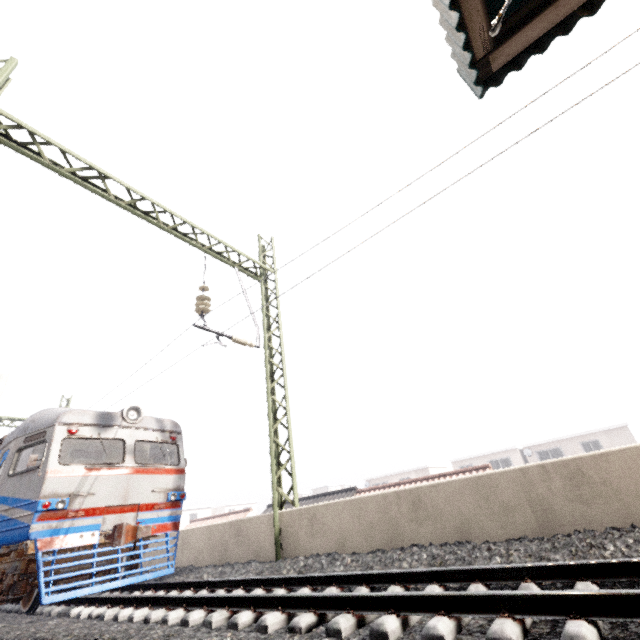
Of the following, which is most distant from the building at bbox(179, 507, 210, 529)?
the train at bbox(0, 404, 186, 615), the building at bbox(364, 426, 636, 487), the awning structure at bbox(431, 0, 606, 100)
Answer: the awning structure at bbox(431, 0, 606, 100)

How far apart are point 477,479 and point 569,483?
1.2m

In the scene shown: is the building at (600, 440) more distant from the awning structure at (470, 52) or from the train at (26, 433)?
Answer: the awning structure at (470, 52)

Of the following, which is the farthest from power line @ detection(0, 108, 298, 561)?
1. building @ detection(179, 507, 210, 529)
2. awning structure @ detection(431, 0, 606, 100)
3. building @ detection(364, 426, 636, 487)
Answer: building @ detection(179, 507, 210, 529)

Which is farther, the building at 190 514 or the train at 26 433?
the building at 190 514

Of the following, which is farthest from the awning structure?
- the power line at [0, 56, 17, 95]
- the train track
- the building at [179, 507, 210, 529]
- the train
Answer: the building at [179, 507, 210, 529]

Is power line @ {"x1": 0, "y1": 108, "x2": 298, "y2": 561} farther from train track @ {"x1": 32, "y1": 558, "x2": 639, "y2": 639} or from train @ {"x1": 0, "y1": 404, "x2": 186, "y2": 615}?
train @ {"x1": 0, "y1": 404, "x2": 186, "y2": 615}

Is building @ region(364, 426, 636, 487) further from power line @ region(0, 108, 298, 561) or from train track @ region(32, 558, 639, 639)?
train track @ region(32, 558, 639, 639)
